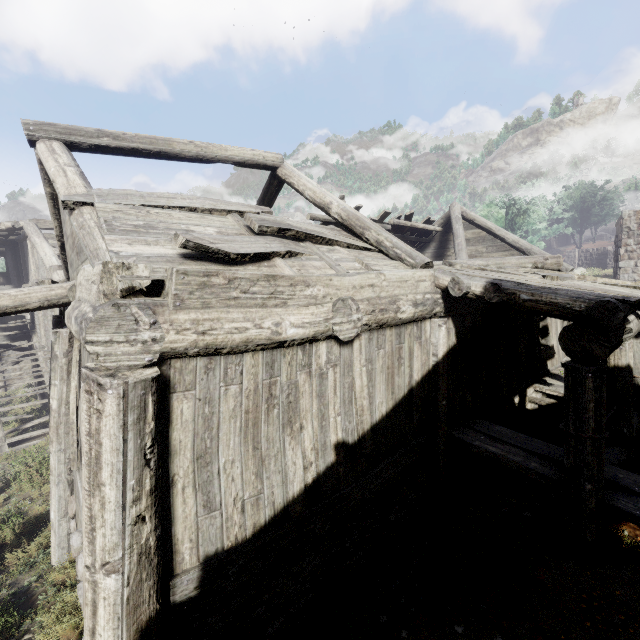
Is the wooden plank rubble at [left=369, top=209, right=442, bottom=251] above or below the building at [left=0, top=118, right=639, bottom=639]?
above

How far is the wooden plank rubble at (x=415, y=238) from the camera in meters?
12.5

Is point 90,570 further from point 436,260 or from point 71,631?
point 436,260

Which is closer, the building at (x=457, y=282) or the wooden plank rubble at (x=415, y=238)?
the building at (x=457, y=282)

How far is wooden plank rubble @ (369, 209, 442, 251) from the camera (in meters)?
12.45

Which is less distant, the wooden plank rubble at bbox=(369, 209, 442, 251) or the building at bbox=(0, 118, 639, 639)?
the building at bbox=(0, 118, 639, 639)
